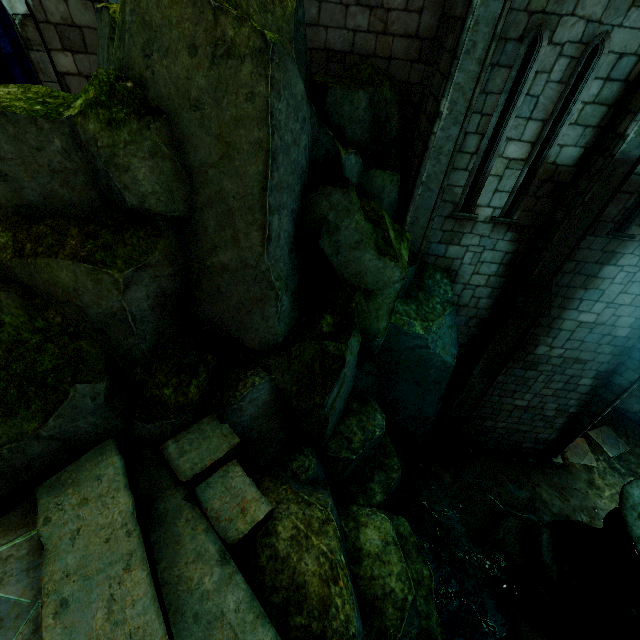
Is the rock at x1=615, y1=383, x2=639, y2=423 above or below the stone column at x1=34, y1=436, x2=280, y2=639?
below

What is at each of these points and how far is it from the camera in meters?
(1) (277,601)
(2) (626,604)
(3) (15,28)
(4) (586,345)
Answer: (1) rock, 3.7 m
(2) rock, 6.3 m
(3) building, 5.2 m
(4) building, 9.1 m

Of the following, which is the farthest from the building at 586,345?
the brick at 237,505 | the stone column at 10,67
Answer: the brick at 237,505

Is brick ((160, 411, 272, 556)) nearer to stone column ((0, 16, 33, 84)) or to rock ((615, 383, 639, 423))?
rock ((615, 383, 639, 423))

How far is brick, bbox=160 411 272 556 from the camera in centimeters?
378cm

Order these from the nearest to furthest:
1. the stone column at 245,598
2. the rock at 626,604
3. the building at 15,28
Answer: the stone column at 245,598 < the building at 15,28 < the rock at 626,604

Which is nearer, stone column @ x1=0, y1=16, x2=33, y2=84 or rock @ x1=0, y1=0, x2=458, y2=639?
rock @ x1=0, y1=0, x2=458, y2=639

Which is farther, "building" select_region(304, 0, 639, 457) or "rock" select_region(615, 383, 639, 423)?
"rock" select_region(615, 383, 639, 423)
